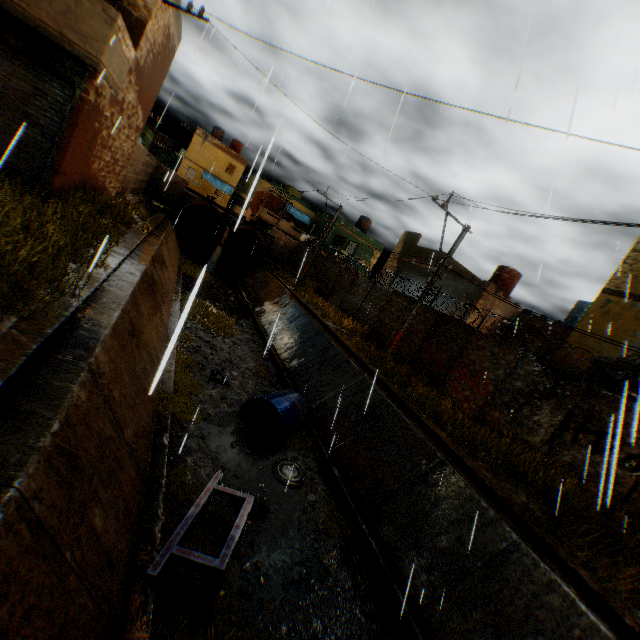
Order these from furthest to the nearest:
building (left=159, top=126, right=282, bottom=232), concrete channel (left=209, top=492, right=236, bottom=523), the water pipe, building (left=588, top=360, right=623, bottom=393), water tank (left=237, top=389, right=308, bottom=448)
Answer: building (left=159, top=126, right=282, bottom=232)
the water pipe
building (left=588, top=360, right=623, bottom=393)
water tank (left=237, top=389, right=308, bottom=448)
concrete channel (left=209, top=492, right=236, bottom=523)

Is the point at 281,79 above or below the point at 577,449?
above

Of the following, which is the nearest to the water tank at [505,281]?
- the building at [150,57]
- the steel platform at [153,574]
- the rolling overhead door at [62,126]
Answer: the building at [150,57]

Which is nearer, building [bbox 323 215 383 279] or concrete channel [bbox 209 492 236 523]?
concrete channel [bbox 209 492 236 523]

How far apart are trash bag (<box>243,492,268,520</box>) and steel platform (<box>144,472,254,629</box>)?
0.4m

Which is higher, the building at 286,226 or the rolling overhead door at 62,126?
the building at 286,226

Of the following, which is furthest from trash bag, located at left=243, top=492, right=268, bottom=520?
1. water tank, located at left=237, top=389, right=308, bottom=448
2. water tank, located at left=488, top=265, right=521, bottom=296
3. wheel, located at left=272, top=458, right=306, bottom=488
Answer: water tank, located at left=488, top=265, right=521, bottom=296

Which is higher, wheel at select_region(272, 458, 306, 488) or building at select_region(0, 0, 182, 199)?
building at select_region(0, 0, 182, 199)
